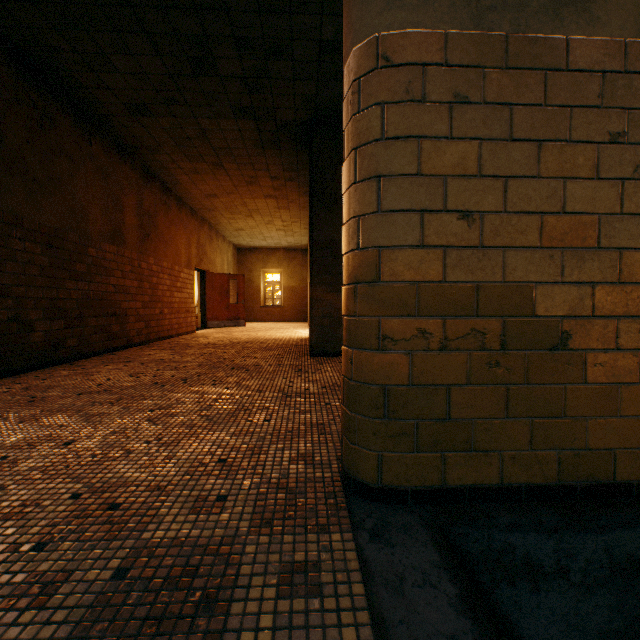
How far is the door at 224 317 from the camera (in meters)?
12.09

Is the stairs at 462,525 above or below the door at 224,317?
below

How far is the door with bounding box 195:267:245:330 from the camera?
12.1m

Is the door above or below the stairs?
above

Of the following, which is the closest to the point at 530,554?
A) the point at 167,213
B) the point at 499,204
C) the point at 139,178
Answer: the point at 499,204

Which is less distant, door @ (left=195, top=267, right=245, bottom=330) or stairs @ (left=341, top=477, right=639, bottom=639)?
stairs @ (left=341, top=477, right=639, bottom=639)
